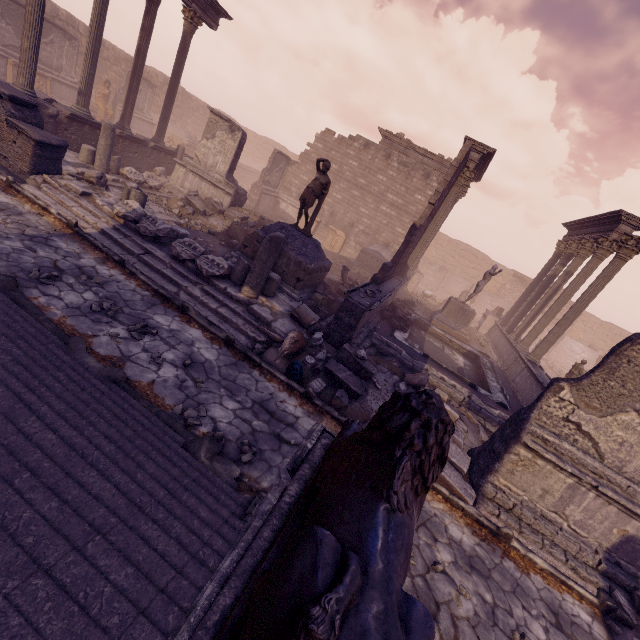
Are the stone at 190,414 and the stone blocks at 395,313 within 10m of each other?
yes

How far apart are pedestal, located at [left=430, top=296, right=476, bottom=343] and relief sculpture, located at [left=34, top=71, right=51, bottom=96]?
23.4 meters

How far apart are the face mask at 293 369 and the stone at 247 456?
2.0m

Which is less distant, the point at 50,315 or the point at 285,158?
the point at 50,315

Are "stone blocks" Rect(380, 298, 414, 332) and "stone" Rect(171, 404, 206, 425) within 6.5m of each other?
no

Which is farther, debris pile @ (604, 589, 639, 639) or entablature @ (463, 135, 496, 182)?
entablature @ (463, 135, 496, 182)

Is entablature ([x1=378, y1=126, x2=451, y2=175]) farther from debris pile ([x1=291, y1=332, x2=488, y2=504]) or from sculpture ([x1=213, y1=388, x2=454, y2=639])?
sculpture ([x1=213, y1=388, x2=454, y2=639])

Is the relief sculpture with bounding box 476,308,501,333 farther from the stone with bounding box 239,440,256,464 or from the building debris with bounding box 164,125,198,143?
the building debris with bounding box 164,125,198,143
